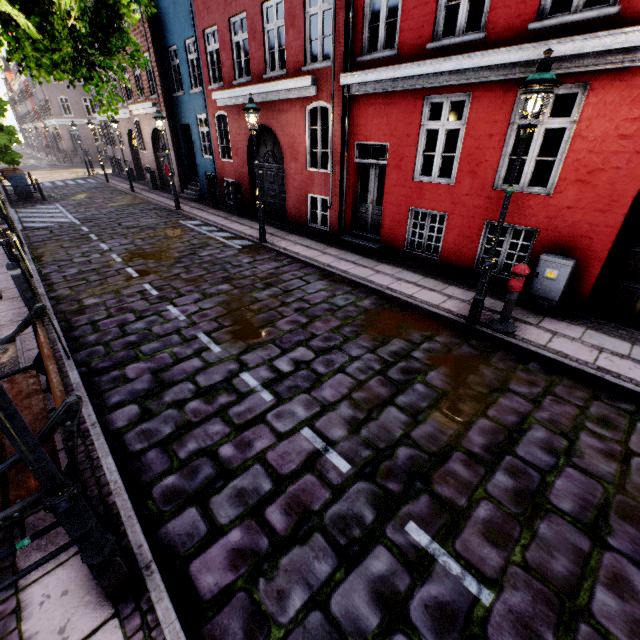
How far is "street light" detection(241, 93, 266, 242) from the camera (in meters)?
8.52

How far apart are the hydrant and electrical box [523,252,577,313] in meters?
1.0

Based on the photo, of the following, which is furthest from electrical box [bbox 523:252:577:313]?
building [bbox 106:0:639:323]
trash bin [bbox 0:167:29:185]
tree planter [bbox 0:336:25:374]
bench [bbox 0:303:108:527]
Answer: trash bin [bbox 0:167:29:185]

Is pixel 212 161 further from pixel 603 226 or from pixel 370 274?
pixel 603 226

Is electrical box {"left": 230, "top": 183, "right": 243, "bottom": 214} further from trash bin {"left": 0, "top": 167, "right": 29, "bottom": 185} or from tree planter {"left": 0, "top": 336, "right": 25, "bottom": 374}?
trash bin {"left": 0, "top": 167, "right": 29, "bottom": 185}

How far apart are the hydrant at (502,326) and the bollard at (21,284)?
8.42m

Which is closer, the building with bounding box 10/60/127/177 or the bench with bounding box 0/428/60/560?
the bench with bounding box 0/428/60/560

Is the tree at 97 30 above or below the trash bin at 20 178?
above
